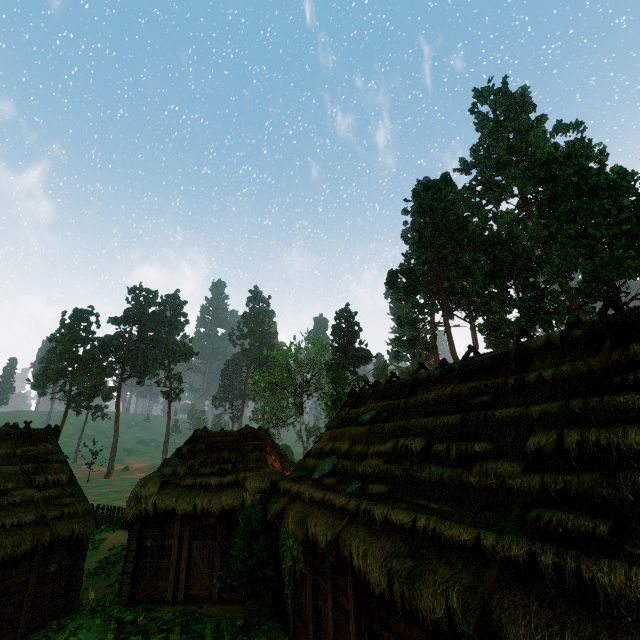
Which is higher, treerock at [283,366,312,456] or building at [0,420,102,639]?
treerock at [283,366,312,456]

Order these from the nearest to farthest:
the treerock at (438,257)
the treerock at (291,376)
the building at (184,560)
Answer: the building at (184,560) → the treerock at (438,257) → the treerock at (291,376)

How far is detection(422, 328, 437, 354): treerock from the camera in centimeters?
3551cm

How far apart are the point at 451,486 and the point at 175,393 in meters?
61.9 m

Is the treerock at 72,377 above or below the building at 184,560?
above

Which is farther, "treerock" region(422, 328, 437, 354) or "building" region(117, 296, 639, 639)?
"treerock" region(422, 328, 437, 354)

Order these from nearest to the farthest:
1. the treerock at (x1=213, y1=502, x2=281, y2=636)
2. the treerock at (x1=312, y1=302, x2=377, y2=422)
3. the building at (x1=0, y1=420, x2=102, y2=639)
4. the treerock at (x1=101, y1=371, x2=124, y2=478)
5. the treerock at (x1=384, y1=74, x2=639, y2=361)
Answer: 1. the treerock at (x1=213, y1=502, x2=281, y2=636)
2. the building at (x1=0, y1=420, x2=102, y2=639)
3. the treerock at (x1=384, y1=74, x2=639, y2=361)
4. the treerock at (x1=312, y1=302, x2=377, y2=422)
5. the treerock at (x1=101, y1=371, x2=124, y2=478)

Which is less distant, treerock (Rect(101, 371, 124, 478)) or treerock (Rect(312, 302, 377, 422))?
treerock (Rect(312, 302, 377, 422))
